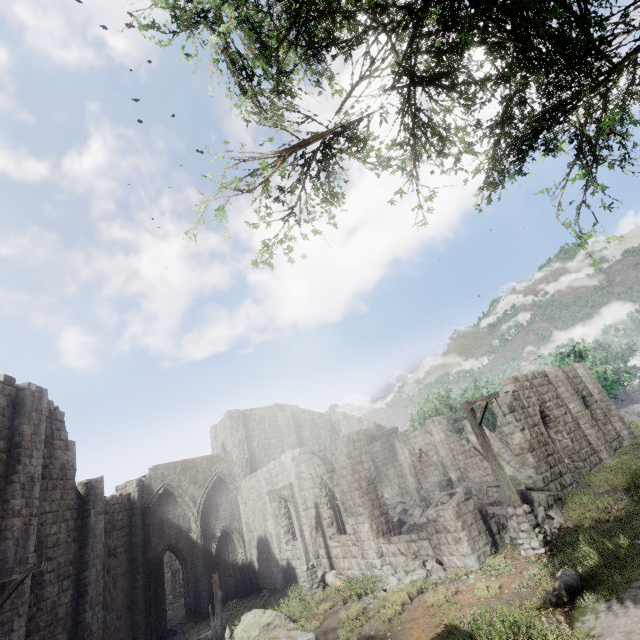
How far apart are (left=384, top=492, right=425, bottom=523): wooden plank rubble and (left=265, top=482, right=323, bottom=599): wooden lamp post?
8.1m

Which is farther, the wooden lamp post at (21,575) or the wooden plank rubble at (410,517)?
the wooden plank rubble at (410,517)

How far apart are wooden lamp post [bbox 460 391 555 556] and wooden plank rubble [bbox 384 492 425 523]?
11.6m

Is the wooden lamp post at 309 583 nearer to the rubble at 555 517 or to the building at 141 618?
the building at 141 618

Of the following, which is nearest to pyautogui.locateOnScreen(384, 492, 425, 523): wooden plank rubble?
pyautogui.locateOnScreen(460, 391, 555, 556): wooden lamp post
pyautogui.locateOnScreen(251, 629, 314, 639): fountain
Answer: pyautogui.locateOnScreen(460, 391, 555, 556): wooden lamp post

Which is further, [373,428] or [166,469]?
[373,428]

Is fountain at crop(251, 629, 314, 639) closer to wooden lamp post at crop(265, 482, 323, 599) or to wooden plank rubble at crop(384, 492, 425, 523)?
wooden lamp post at crop(265, 482, 323, 599)

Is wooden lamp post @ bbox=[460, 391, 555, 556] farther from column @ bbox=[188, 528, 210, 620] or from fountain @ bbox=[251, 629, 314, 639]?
column @ bbox=[188, 528, 210, 620]
